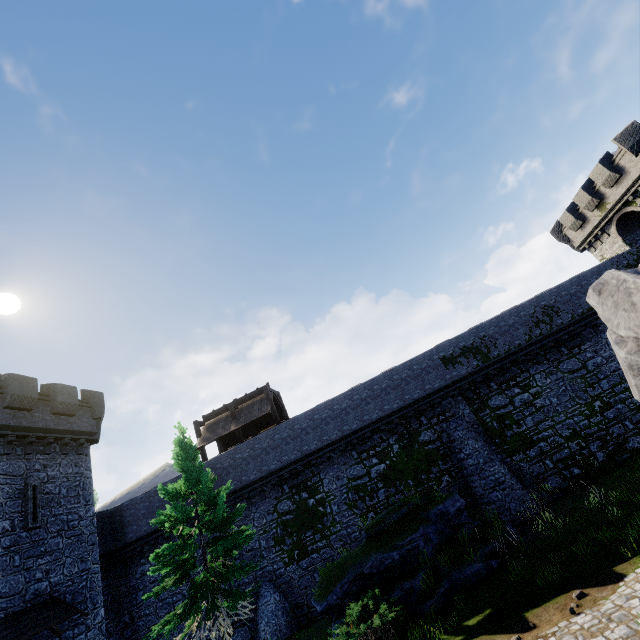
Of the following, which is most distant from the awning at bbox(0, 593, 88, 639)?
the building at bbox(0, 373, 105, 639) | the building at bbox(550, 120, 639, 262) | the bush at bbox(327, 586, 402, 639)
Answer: the building at bbox(550, 120, 639, 262)

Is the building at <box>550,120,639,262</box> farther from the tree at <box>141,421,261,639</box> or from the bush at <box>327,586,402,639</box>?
the tree at <box>141,421,261,639</box>

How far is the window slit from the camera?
15.23m

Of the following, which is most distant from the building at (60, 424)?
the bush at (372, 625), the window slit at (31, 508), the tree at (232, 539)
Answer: the bush at (372, 625)

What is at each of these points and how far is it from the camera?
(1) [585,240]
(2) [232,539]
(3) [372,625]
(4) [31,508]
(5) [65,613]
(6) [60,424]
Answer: (1) building, 28.4 meters
(2) tree, 13.2 meters
(3) bush, 10.7 meters
(4) window slit, 15.5 meters
(5) awning, 14.5 meters
(6) building, 18.6 meters

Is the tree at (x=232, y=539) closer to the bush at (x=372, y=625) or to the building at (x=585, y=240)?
the bush at (x=372, y=625)

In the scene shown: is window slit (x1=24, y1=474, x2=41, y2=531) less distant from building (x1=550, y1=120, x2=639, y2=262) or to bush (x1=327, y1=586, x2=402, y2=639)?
bush (x1=327, y1=586, x2=402, y2=639)

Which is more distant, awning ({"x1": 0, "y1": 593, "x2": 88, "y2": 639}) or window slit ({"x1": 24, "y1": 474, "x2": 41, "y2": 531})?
window slit ({"x1": 24, "y1": 474, "x2": 41, "y2": 531})
